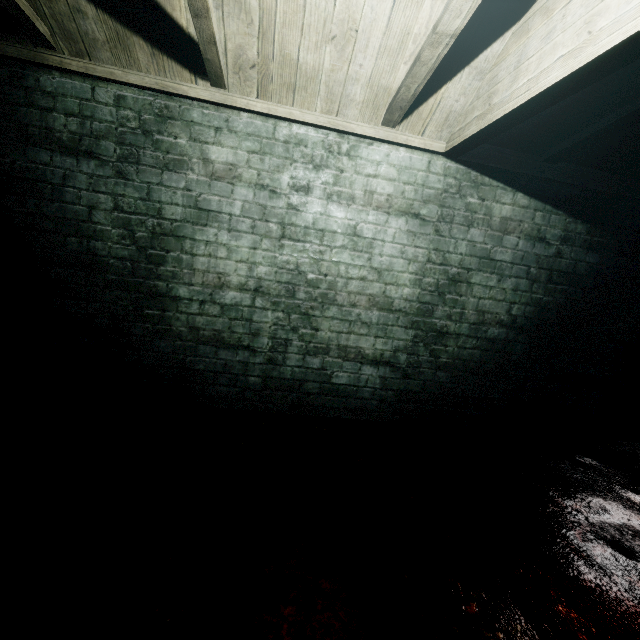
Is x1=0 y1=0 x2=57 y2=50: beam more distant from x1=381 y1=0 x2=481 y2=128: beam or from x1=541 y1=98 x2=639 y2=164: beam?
x1=541 y1=98 x2=639 y2=164: beam

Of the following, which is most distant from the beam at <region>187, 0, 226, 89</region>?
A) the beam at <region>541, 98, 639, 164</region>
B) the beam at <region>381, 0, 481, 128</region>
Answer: the beam at <region>541, 98, 639, 164</region>

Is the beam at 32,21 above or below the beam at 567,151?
below

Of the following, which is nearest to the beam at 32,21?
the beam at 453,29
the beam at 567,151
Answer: the beam at 453,29

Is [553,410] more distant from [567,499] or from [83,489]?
[83,489]

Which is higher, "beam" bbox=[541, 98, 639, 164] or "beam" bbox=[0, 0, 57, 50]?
"beam" bbox=[541, 98, 639, 164]
